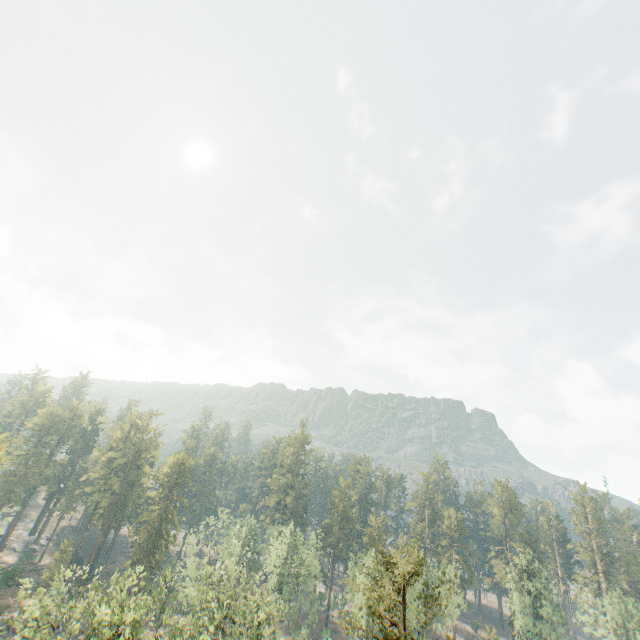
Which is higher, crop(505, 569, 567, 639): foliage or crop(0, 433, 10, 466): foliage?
crop(0, 433, 10, 466): foliage

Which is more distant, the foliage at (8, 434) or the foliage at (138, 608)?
the foliage at (8, 434)

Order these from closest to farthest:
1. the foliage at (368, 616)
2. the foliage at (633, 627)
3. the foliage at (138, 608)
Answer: the foliage at (368, 616) → the foliage at (138, 608) → the foliage at (633, 627)

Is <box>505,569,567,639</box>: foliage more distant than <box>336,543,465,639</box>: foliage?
Yes

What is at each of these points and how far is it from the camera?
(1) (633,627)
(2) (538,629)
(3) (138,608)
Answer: (1) foliage, 54.4 meters
(2) foliage, 54.1 meters
(3) foliage, 24.4 meters

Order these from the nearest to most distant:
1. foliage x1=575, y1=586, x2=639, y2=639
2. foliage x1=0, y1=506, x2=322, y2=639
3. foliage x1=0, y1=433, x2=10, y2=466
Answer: foliage x1=0, y1=506, x2=322, y2=639 < foliage x1=0, y1=433, x2=10, y2=466 < foliage x1=575, y1=586, x2=639, y2=639
